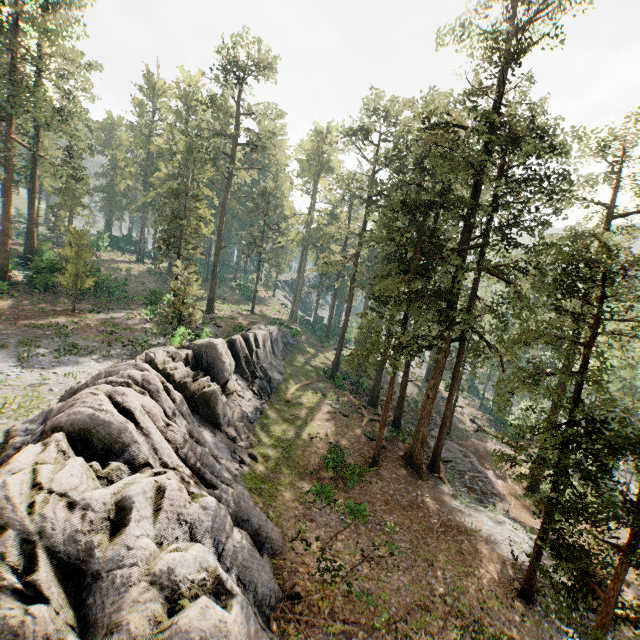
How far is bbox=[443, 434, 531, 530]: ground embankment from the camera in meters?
21.0 m

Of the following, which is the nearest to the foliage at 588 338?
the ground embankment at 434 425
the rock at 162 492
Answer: the ground embankment at 434 425

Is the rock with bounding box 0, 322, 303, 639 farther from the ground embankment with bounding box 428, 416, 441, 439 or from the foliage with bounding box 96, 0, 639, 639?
the ground embankment with bounding box 428, 416, 441, 439

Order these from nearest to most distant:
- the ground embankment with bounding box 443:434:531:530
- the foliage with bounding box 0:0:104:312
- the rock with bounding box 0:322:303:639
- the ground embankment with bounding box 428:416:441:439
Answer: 1. the rock with bounding box 0:322:303:639
2. the ground embankment with bounding box 443:434:531:530
3. the foliage with bounding box 0:0:104:312
4. the ground embankment with bounding box 428:416:441:439

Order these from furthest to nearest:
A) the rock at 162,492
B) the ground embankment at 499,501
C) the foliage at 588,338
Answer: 1. the ground embankment at 499,501
2. the foliage at 588,338
3. the rock at 162,492

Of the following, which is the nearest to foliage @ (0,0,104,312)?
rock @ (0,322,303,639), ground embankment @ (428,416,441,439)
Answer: ground embankment @ (428,416,441,439)

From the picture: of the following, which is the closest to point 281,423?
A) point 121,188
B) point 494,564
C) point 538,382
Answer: point 494,564

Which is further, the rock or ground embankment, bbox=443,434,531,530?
ground embankment, bbox=443,434,531,530
